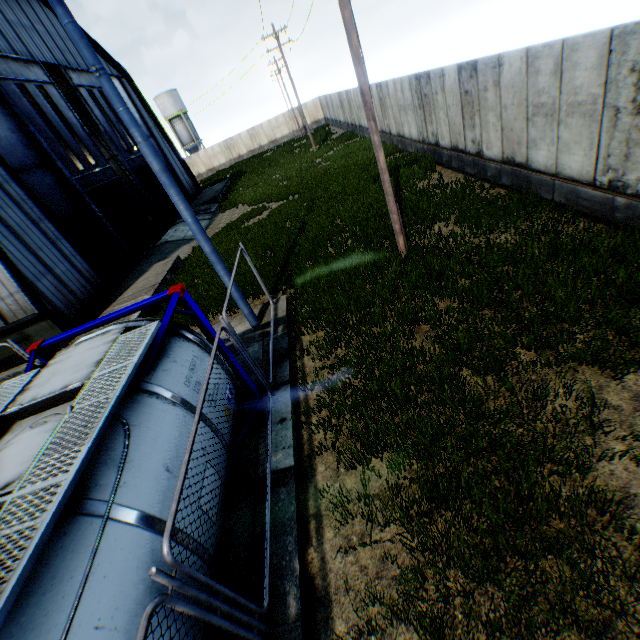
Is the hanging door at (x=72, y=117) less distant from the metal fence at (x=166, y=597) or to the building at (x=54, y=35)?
the building at (x=54, y=35)

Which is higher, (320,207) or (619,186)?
(619,186)

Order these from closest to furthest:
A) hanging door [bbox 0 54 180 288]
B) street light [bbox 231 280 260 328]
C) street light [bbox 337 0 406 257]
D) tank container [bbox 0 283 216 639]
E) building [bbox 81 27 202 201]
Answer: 1. tank container [bbox 0 283 216 639]
2. street light [bbox 337 0 406 257]
3. street light [bbox 231 280 260 328]
4. hanging door [bbox 0 54 180 288]
5. building [bbox 81 27 202 201]

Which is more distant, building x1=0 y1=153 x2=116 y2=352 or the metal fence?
building x1=0 y1=153 x2=116 y2=352

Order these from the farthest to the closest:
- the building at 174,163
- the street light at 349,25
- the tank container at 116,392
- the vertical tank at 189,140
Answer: the vertical tank at 189,140
the building at 174,163
the street light at 349,25
the tank container at 116,392

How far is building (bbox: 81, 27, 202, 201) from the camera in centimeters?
2510cm

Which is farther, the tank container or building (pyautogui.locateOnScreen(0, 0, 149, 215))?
building (pyautogui.locateOnScreen(0, 0, 149, 215))

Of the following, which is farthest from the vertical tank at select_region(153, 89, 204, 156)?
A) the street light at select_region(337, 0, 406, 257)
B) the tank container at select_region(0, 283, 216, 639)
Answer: the tank container at select_region(0, 283, 216, 639)
